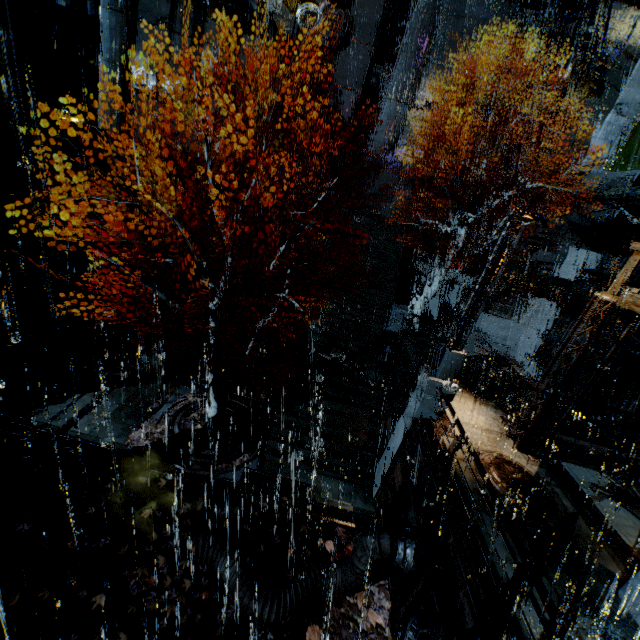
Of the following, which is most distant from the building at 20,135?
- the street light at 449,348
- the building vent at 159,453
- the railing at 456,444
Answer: the building vent at 159,453

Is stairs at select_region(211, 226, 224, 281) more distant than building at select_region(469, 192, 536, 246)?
No

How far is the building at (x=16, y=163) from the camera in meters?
11.5

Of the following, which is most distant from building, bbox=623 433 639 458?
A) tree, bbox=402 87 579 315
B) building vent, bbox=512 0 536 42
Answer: tree, bbox=402 87 579 315

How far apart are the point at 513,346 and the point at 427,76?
22.2m

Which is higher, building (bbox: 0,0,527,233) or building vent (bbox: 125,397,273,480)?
building (bbox: 0,0,527,233)

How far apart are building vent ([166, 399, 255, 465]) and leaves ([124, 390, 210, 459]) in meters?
0.0 m
